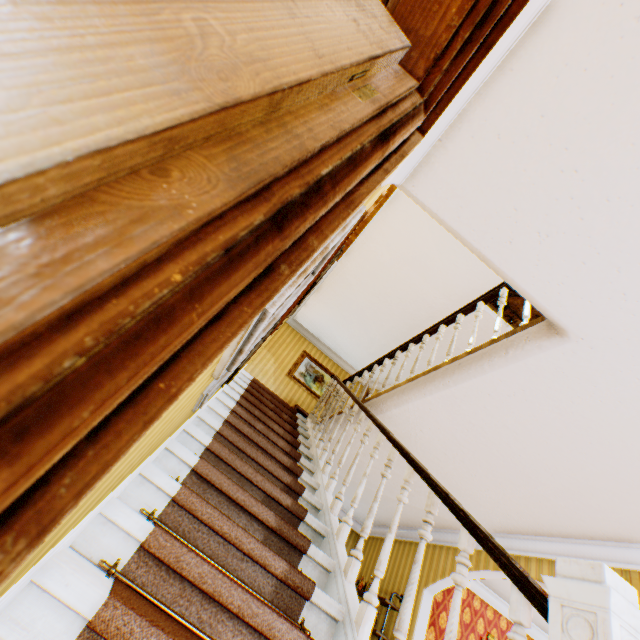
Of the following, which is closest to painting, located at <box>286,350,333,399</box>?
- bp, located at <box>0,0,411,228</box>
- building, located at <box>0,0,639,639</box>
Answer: building, located at <box>0,0,639,639</box>

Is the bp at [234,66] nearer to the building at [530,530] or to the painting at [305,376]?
the building at [530,530]

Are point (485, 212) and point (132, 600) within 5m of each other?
yes

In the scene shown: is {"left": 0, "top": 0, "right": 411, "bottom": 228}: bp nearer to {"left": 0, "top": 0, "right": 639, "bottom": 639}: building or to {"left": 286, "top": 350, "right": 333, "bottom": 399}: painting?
{"left": 0, "top": 0, "right": 639, "bottom": 639}: building

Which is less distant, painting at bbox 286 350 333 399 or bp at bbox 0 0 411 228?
bp at bbox 0 0 411 228

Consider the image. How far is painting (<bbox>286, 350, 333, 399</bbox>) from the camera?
8.9m

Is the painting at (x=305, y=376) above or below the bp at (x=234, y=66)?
above
